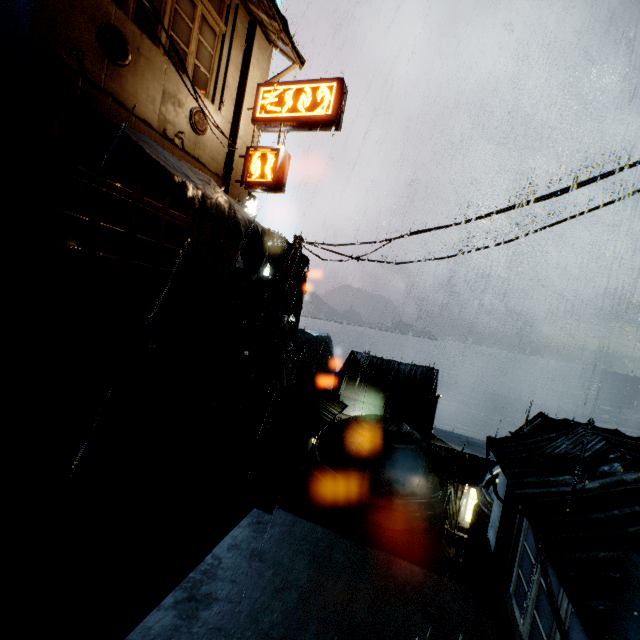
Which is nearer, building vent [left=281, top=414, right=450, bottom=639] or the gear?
building vent [left=281, top=414, right=450, bottom=639]

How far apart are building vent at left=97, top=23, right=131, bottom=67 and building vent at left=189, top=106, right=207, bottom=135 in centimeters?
250cm

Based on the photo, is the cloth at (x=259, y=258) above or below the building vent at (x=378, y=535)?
above

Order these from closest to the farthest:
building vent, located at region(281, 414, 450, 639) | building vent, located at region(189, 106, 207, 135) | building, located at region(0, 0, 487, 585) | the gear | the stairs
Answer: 1. the stairs
2. building, located at region(0, 0, 487, 585)
3. building vent, located at region(281, 414, 450, 639)
4. building vent, located at region(189, 106, 207, 135)
5. the gear

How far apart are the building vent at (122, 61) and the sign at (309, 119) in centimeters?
496cm

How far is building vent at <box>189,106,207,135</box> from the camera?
11.7 meters

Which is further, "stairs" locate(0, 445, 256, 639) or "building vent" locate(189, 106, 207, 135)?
"building vent" locate(189, 106, 207, 135)

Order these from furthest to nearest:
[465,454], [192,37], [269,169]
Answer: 1. [465,454]
2. [269,169]
3. [192,37]
